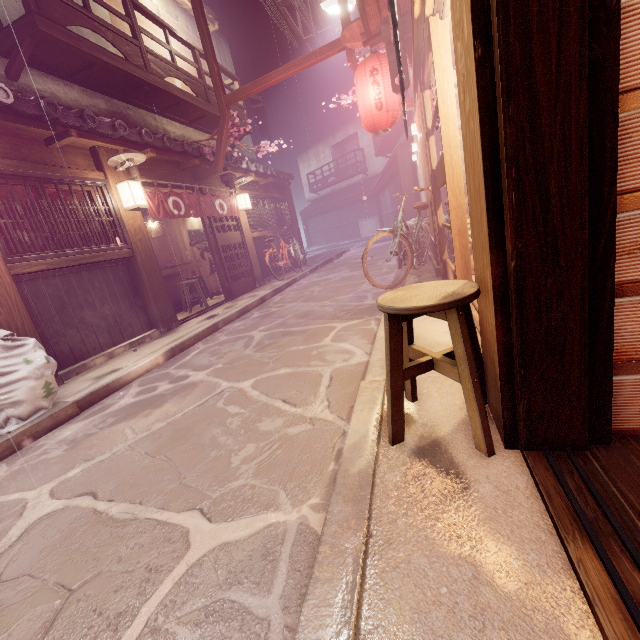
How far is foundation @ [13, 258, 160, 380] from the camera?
7.82m

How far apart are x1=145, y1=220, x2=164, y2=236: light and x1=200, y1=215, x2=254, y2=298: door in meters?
3.0

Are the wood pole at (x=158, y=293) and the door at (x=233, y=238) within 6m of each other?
yes

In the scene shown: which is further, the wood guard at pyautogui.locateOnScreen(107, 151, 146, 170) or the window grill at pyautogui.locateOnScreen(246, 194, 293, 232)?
the window grill at pyautogui.locateOnScreen(246, 194, 293, 232)

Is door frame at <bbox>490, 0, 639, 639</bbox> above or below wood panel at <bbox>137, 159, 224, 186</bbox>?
below

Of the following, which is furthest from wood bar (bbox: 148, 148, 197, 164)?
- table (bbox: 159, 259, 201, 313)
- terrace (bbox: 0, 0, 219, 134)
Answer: table (bbox: 159, 259, 201, 313)

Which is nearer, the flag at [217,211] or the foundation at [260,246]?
the flag at [217,211]

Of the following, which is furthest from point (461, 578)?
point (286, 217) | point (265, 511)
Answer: point (286, 217)
